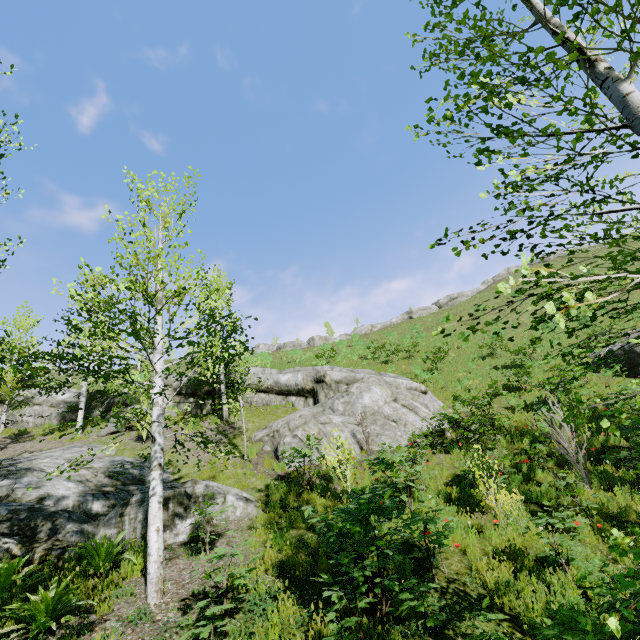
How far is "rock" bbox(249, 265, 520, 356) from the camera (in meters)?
45.50

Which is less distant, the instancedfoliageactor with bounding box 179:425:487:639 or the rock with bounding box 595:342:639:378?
the instancedfoliageactor with bounding box 179:425:487:639

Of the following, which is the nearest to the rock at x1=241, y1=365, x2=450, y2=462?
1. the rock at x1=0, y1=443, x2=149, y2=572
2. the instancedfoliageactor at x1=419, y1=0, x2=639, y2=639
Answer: the instancedfoliageactor at x1=419, y1=0, x2=639, y2=639

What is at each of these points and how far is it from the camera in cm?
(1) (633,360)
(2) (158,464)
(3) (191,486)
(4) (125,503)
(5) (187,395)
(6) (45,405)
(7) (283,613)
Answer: (1) rock, 1579
(2) instancedfoliageactor, 548
(3) rock, 844
(4) rock, 722
(5) rock, 1930
(6) rock, 2205
(7) instancedfoliageactor, 443

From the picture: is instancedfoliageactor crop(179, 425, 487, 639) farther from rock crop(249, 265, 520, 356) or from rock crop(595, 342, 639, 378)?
rock crop(249, 265, 520, 356)

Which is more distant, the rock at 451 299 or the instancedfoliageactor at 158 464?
the rock at 451 299

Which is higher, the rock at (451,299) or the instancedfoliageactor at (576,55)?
the rock at (451,299)

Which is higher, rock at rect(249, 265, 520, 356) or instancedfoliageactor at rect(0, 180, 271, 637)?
rock at rect(249, 265, 520, 356)
